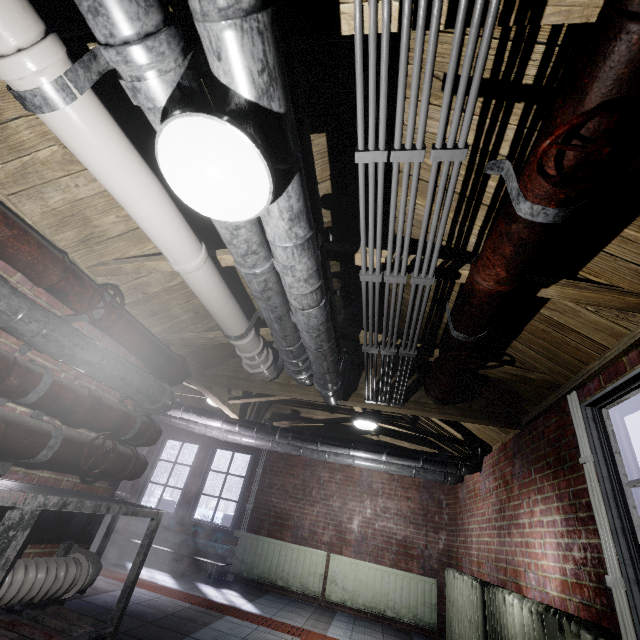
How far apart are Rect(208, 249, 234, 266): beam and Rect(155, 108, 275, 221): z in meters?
0.5 m

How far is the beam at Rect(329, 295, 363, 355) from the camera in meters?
2.3 m

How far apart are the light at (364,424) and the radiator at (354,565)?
2.2m

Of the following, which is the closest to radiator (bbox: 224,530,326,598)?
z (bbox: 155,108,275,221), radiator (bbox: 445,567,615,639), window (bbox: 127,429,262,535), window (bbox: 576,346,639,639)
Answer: window (bbox: 127,429,262,535)

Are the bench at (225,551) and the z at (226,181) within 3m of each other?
no

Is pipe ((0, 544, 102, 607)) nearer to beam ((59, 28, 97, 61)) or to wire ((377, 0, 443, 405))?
beam ((59, 28, 97, 61))

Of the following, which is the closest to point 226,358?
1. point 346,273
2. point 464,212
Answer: point 346,273
